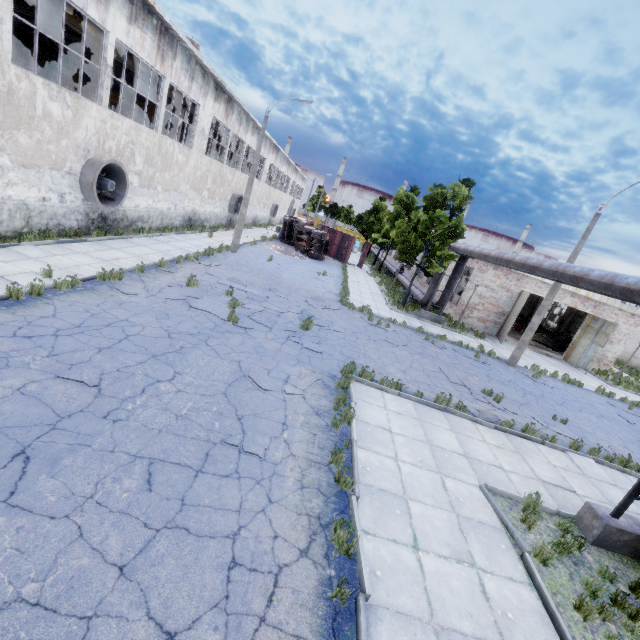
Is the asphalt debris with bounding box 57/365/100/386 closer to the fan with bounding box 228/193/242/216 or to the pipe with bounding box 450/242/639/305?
the pipe with bounding box 450/242/639/305

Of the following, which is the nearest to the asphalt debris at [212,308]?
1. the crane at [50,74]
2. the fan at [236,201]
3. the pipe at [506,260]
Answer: the pipe at [506,260]

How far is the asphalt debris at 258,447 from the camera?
5.79m

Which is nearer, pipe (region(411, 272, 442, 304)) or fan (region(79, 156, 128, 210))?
fan (region(79, 156, 128, 210))

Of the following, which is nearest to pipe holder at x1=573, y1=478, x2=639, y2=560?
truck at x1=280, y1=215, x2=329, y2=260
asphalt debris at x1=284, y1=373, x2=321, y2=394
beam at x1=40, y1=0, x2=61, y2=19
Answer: asphalt debris at x1=284, y1=373, x2=321, y2=394

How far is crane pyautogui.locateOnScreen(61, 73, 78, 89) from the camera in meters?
23.1 m

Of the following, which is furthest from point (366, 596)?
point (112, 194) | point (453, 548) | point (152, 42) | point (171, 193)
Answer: point (171, 193)

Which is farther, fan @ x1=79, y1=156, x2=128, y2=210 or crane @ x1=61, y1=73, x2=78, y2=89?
crane @ x1=61, y1=73, x2=78, y2=89
